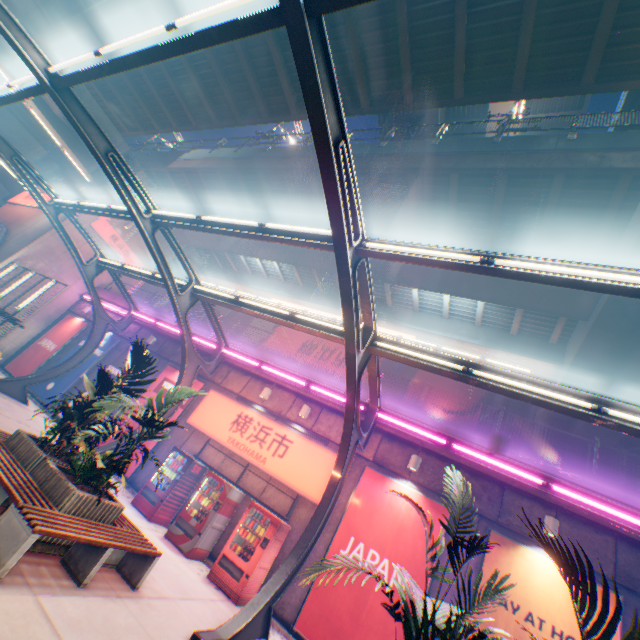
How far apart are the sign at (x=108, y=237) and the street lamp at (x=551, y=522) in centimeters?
2674cm

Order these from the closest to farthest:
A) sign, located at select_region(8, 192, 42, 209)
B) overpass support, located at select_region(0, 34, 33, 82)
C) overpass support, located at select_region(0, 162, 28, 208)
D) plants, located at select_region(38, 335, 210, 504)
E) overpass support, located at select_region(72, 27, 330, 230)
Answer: plants, located at select_region(38, 335, 210, 504) → overpass support, located at select_region(72, 27, 330, 230) → overpass support, located at select_region(0, 34, 33, 82) → sign, located at select_region(8, 192, 42, 209) → overpass support, located at select_region(0, 162, 28, 208)

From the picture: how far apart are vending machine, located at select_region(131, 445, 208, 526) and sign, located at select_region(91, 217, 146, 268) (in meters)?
17.37

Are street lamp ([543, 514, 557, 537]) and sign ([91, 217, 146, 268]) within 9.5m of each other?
no

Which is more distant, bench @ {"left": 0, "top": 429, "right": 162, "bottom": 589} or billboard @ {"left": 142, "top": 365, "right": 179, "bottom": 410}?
billboard @ {"left": 142, "top": 365, "right": 179, "bottom": 410}

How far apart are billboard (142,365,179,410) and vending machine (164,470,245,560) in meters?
3.4

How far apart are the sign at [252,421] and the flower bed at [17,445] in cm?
523

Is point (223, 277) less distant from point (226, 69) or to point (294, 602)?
point (226, 69)
